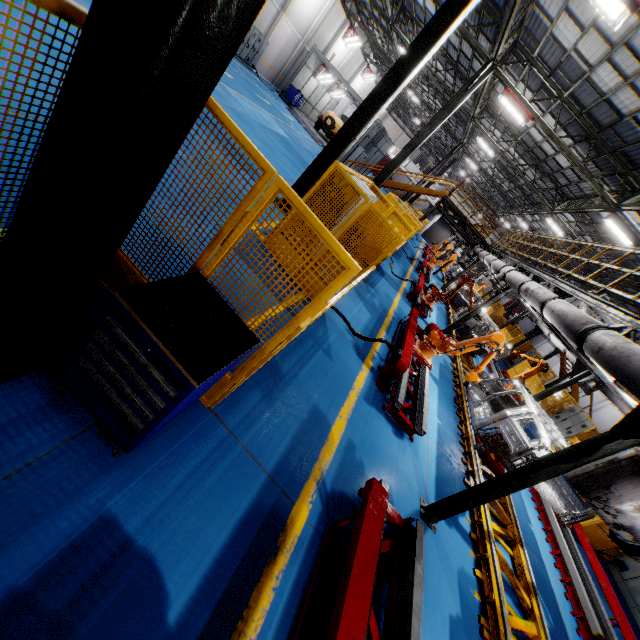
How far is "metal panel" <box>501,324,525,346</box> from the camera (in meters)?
A: 24.45

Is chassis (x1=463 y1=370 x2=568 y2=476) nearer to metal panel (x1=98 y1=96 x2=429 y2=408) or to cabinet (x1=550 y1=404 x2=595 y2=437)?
metal panel (x1=98 y1=96 x2=429 y2=408)

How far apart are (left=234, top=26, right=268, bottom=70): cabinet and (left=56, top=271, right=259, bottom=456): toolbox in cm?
2667

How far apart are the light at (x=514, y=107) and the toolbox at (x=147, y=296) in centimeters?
1568cm

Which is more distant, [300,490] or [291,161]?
[291,161]

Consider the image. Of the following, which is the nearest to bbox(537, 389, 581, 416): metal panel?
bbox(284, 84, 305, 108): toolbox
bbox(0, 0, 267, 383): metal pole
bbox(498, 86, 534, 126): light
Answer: bbox(0, 0, 267, 383): metal pole

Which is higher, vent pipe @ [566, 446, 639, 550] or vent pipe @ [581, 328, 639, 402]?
vent pipe @ [581, 328, 639, 402]

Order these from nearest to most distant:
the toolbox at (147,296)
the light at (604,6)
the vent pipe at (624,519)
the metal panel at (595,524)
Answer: the toolbox at (147,296) → the vent pipe at (624,519) → the light at (604,6) → the metal panel at (595,524)
